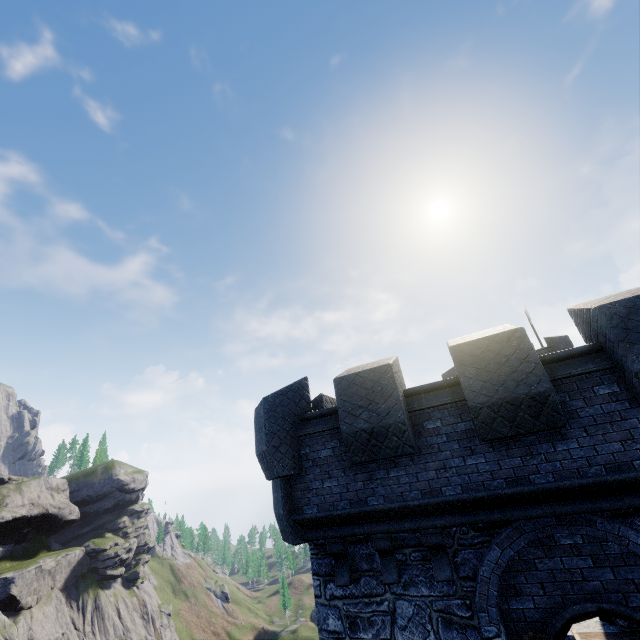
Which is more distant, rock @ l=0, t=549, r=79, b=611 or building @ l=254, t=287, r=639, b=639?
rock @ l=0, t=549, r=79, b=611

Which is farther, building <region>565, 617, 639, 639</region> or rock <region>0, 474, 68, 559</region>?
rock <region>0, 474, 68, 559</region>

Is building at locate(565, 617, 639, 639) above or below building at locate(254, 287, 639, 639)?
below

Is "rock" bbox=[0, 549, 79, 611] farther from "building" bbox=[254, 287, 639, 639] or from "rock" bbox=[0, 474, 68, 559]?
"building" bbox=[254, 287, 639, 639]

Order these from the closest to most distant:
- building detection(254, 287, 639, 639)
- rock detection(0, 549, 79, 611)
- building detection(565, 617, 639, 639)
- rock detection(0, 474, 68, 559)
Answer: building detection(254, 287, 639, 639), building detection(565, 617, 639, 639), rock detection(0, 549, 79, 611), rock detection(0, 474, 68, 559)

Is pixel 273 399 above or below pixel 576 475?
above

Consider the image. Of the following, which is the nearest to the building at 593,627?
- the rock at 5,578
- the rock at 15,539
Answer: the rock at 15,539
